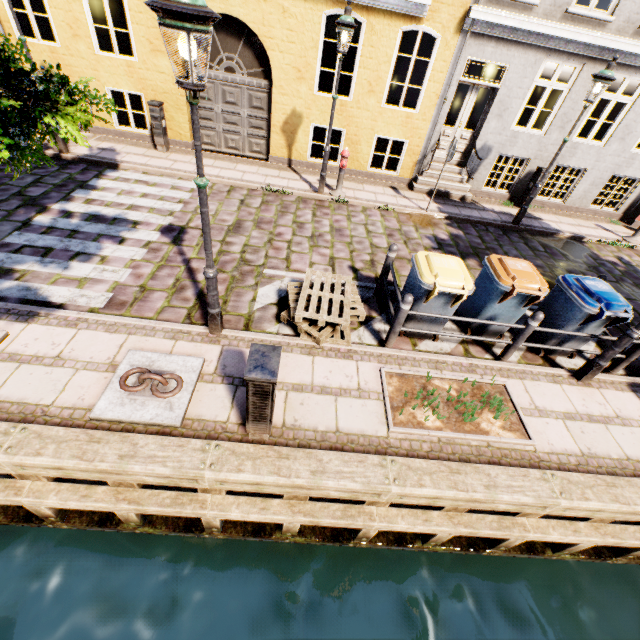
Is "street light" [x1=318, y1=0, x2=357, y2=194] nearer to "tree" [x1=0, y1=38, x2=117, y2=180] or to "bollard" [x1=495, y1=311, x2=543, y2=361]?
"tree" [x1=0, y1=38, x2=117, y2=180]

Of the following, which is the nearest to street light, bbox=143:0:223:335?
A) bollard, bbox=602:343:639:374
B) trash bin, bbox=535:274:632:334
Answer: trash bin, bbox=535:274:632:334

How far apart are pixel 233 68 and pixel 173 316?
8.16m

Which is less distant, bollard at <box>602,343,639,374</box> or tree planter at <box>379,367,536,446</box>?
tree planter at <box>379,367,536,446</box>

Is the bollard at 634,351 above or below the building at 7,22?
below

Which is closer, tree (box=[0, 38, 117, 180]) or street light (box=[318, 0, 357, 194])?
tree (box=[0, 38, 117, 180])

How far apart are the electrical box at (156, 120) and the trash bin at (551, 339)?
10.6m

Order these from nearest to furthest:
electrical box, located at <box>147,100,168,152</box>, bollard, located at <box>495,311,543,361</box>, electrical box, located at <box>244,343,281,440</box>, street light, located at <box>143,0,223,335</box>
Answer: street light, located at <box>143,0,223,335</box>
electrical box, located at <box>244,343,281,440</box>
bollard, located at <box>495,311,543,361</box>
electrical box, located at <box>147,100,168,152</box>
